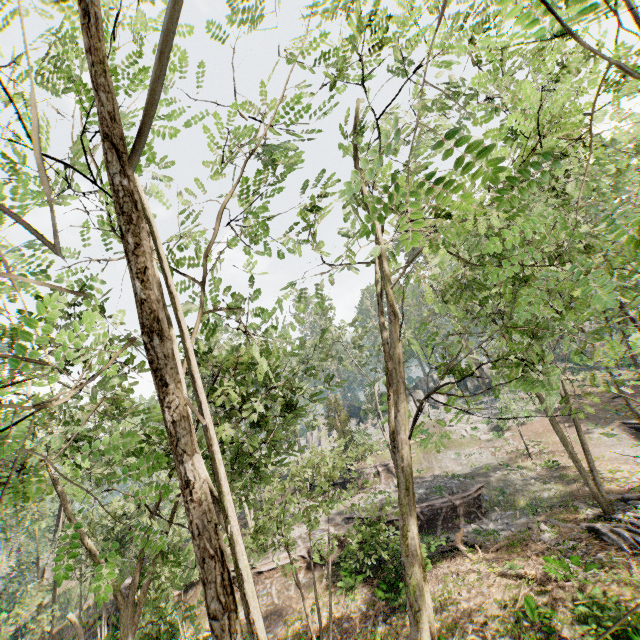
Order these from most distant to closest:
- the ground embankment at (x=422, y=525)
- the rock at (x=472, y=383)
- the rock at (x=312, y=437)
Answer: the rock at (x=312, y=437) < the rock at (x=472, y=383) < the ground embankment at (x=422, y=525)

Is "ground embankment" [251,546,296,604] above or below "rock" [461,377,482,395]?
below

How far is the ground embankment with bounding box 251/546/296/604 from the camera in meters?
20.2 m

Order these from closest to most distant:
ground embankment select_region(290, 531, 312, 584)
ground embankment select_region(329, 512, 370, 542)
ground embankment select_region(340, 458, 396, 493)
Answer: ground embankment select_region(329, 512, 370, 542), ground embankment select_region(290, 531, 312, 584), ground embankment select_region(340, 458, 396, 493)

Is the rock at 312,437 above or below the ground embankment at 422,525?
above

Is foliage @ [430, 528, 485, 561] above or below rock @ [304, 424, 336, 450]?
below

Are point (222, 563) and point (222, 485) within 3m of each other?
yes

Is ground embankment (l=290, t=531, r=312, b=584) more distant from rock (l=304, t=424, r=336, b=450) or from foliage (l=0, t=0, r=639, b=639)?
rock (l=304, t=424, r=336, b=450)
